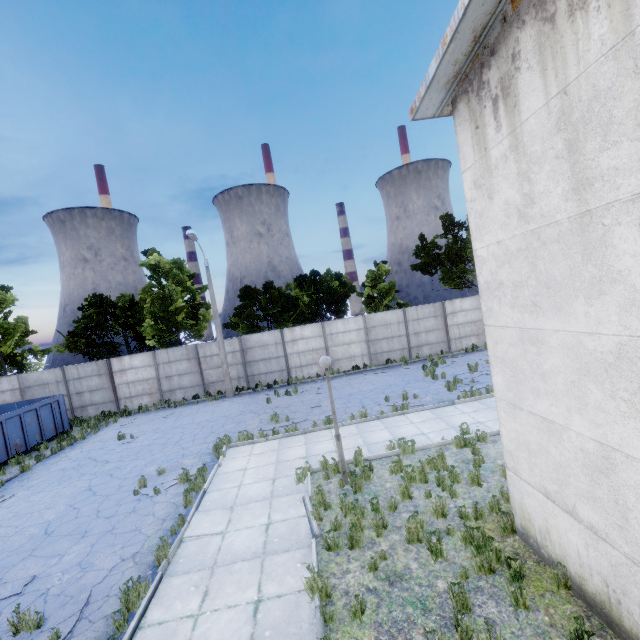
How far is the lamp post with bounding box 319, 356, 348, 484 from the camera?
8.4m

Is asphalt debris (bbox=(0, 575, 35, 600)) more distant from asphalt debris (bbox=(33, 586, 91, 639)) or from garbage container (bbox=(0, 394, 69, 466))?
garbage container (bbox=(0, 394, 69, 466))

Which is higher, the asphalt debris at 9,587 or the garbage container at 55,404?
the garbage container at 55,404

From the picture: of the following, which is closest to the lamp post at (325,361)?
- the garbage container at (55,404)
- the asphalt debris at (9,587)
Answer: the asphalt debris at (9,587)

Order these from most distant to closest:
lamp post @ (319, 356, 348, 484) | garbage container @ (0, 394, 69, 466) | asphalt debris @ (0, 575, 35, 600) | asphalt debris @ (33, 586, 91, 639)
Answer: garbage container @ (0, 394, 69, 466), lamp post @ (319, 356, 348, 484), asphalt debris @ (0, 575, 35, 600), asphalt debris @ (33, 586, 91, 639)

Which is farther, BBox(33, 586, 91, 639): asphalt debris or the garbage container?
the garbage container

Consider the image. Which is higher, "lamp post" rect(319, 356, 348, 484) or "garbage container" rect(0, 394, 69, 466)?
"lamp post" rect(319, 356, 348, 484)

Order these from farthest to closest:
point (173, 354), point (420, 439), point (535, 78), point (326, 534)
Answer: point (173, 354) < point (420, 439) < point (326, 534) < point (535, 78)
